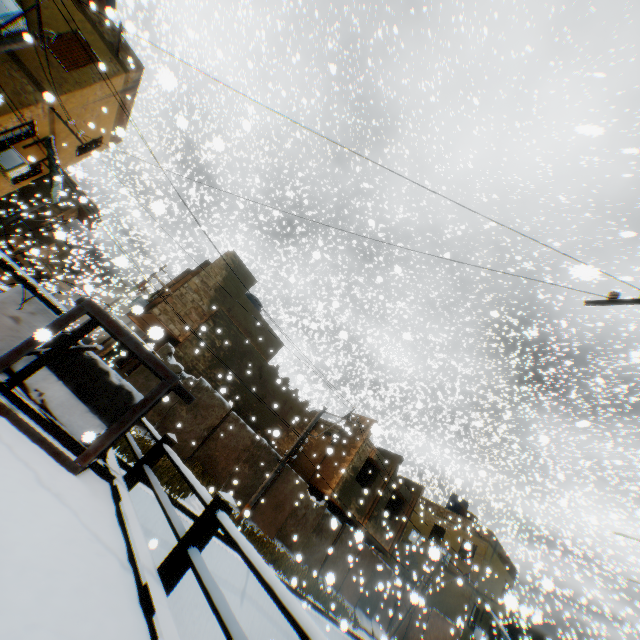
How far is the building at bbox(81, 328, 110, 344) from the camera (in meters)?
31.57

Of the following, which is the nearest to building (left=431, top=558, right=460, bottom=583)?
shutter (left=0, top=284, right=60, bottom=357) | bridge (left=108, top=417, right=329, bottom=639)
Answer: bridge (left=108, top=417, right=329, bottom=639)

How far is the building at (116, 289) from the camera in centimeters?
1320cm

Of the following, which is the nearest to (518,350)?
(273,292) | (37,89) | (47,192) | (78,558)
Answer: (273,292)

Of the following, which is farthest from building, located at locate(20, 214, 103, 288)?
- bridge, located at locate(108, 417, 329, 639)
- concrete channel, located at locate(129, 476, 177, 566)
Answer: bridge, located at locate(108, 417, 329, 639)

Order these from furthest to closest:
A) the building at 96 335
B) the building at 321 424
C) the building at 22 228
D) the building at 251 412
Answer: the building at 96 335, the building at 22 228, the building at 321 424, the building at 251 412

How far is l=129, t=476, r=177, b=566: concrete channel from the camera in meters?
8.6
